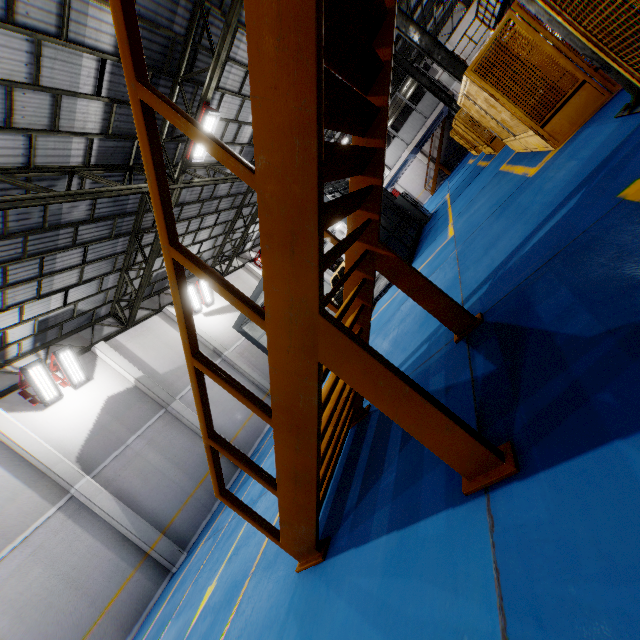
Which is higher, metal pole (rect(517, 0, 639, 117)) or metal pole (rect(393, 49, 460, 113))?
metal pole (rect(393, 49, 460, 113))

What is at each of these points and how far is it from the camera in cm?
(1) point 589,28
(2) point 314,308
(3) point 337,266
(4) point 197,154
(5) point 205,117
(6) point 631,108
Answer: (1) metal panel, 246
(2) metal stair, 201
(3) car, 1798
(4) light, 1016
(5) light, 928
(6) metal pole, 418

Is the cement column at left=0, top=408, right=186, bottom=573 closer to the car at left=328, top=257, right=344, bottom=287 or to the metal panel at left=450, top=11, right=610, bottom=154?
the car at left=328, top=257, right=344, bottom=287

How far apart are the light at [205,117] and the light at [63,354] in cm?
835

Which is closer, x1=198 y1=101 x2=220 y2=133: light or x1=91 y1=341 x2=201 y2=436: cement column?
x1=198 y1=101 x2=220 y2=133: light

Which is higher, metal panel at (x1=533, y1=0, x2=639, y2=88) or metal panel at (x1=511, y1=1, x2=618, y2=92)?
metal panel at (x1=533, y1=0, x2=639, y2=88)

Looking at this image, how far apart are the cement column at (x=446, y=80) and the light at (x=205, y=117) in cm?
1910

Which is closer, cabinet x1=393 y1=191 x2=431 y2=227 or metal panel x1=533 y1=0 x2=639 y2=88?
metal panel x1=533 y1=0 x2=639 y2=88
